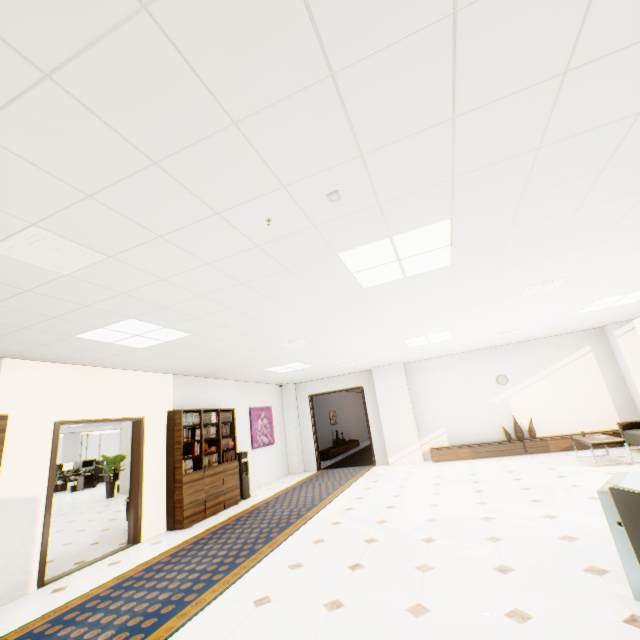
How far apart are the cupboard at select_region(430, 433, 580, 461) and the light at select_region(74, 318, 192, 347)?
7.9m

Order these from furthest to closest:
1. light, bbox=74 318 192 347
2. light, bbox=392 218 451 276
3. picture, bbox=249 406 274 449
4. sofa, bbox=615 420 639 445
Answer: picture, bbox=249 406 274 449, sofa, bbox=615 420 639 445, light, bbox=74 318 192 347, light, bbox=392 218 451 276

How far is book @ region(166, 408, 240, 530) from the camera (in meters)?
6.20

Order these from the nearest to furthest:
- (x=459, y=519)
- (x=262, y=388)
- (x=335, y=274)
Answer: (x=335, y=274), (x=459, y=519), (x=262, y=388)

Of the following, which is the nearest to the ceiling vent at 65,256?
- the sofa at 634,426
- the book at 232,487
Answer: the book at 232,487

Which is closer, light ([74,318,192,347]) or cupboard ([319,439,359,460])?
light ([74,318,192,347])

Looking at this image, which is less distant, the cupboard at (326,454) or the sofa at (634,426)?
the sofa at (634,426)

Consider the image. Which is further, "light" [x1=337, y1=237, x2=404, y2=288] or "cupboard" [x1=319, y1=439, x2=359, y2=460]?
"cupboard" [x1=319, y1=439, x2=359, y2=460]
